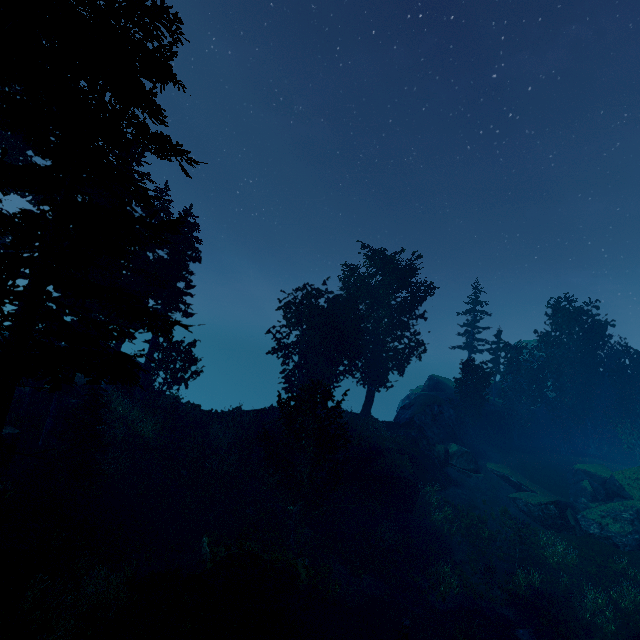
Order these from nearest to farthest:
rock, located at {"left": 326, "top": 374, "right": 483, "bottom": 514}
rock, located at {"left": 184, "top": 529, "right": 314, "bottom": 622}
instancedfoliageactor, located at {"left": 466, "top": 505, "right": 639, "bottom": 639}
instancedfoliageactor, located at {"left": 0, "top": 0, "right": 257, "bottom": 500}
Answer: instancedfoliageactor, located at {"left": 0, "top": 0, "right": 257, "bottom": 500}
rock, located at {"left": 184, "top": 529, "right": 314, "bottom": 622}
instancedfoliageactor, located at {"left": 466, "top": 505, "right": 639, "bottom": 639}
rock, located at {"left": 326, "top": 374, "right": 483, "bottom": 514}

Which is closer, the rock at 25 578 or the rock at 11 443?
the rock at 25 578

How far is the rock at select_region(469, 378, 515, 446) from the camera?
37.8 meters

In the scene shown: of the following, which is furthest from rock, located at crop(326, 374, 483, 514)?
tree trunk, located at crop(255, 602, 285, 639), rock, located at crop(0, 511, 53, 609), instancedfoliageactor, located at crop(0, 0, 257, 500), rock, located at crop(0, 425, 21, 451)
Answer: rock, located at crop(0, 511, 53, 609)

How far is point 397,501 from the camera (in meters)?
25.70

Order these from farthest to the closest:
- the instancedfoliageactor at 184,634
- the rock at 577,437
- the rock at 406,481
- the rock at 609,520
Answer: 1. the rock at 577,437
2. the rock at 406,481
3. the rock at 609,520
4. the instancedfoliageactor at 184,634

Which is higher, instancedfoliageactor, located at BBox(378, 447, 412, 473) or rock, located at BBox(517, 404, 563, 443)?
rock, located at BBox(517, 404, 563, 443)

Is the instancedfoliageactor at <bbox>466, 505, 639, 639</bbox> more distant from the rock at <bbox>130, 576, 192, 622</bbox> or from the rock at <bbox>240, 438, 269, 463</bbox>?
the rock at <bbox>130, 576, 192, 622</bbox>
